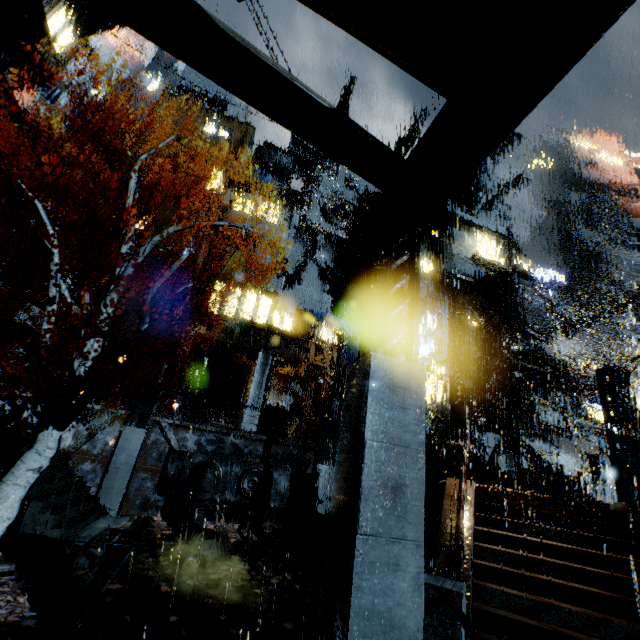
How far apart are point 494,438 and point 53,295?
26.4m

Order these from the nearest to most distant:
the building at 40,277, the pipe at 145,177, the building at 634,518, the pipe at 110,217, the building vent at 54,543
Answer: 1. the building vent at 54,543
2. the building at 634,518
3. the building at 40,277
4. the pipe at 110,217
5. the pipe at 145,177

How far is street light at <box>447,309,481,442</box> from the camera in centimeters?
1255cm

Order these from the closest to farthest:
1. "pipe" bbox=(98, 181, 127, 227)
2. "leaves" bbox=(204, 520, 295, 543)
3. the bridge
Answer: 1. "leaves" bbox=(204, 520, 295, 543)
2. the bridge
3. "pipe" bbox=(98, 181, 127, 227)

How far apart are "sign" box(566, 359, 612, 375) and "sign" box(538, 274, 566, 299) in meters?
9.0

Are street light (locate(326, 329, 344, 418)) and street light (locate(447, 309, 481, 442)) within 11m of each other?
yes

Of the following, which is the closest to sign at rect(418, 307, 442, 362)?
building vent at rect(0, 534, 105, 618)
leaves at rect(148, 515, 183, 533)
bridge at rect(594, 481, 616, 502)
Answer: bridge at rect(594, 481, 616, 502)

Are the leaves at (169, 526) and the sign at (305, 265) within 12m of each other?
no
